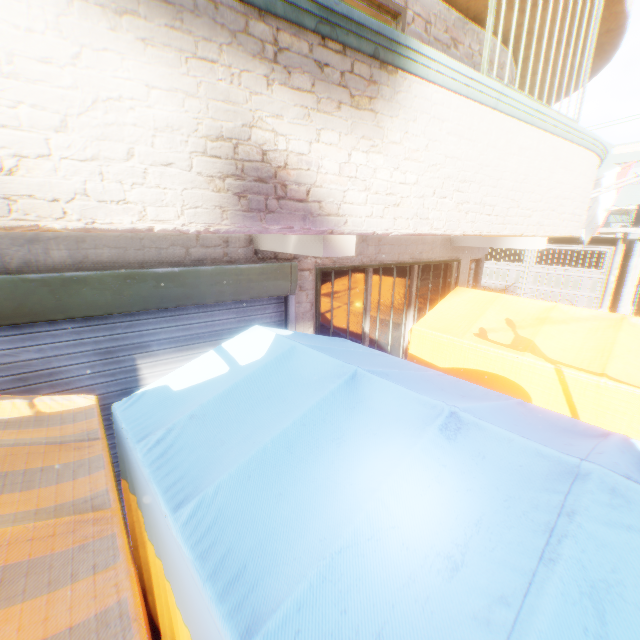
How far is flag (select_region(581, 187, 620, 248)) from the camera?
8.52m

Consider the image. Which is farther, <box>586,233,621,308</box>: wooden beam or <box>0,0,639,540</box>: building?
<box>586,233,621,308</box>: wooden beam

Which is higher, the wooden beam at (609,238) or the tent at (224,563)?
the wooden beam at (609,238)

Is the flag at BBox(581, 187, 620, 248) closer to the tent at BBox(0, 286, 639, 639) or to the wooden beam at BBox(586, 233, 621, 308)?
the tent at BBox(0, 286, 639, 639)

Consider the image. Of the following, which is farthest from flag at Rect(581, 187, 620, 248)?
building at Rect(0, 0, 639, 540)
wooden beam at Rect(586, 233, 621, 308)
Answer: wooden beam at Rect(586, 233, 621, 308)

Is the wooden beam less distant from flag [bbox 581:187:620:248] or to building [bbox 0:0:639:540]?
building [bbox 0:0:639:540]

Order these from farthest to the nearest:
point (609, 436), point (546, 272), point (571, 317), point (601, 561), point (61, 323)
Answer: point (546, 272) → point (571, 317) → point (61, 323) → point (609, 436) → point (601, 561)

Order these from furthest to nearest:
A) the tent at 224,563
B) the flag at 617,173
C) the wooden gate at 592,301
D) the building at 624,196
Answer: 1. the wooden gate at 592,301
2. the building at 624,196
3. the flag at 617,173
4. the tent at 224,563
